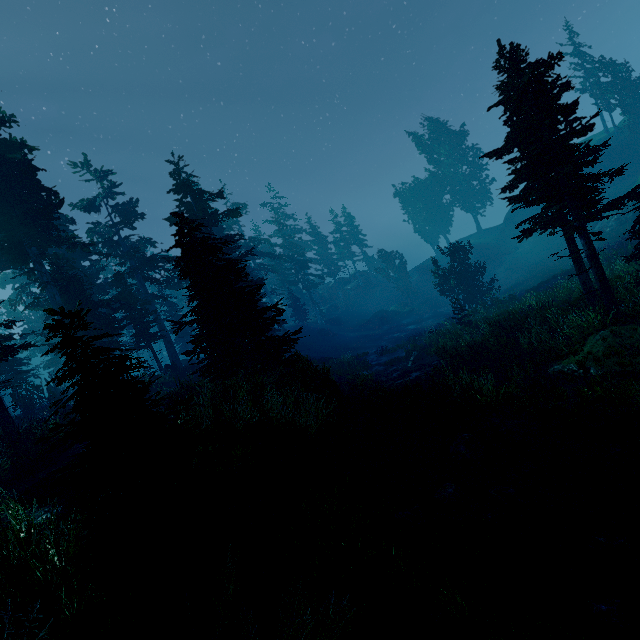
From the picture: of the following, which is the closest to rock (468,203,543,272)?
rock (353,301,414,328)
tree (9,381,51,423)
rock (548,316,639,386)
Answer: rock (353,301,414,328)

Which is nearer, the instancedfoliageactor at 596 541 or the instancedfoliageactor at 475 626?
the instancedfoliageactor at 475 626

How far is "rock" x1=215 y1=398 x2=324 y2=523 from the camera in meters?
6.5

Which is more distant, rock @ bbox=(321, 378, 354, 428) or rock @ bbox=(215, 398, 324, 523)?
rock @ bbox=(321, 378, 354, 428)

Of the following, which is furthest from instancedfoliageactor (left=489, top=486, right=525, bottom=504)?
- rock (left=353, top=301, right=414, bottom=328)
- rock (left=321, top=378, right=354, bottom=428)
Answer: rock (left=353, top=301, right=414, bottom=328)

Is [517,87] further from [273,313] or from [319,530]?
[273,313]

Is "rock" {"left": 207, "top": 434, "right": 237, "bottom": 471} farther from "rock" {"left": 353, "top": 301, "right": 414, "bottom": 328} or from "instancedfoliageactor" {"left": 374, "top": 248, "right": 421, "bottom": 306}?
"rock" {"left": 353, "top": 301, "right": 414, "bottom": 328}

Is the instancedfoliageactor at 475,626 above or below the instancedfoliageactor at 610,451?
above
